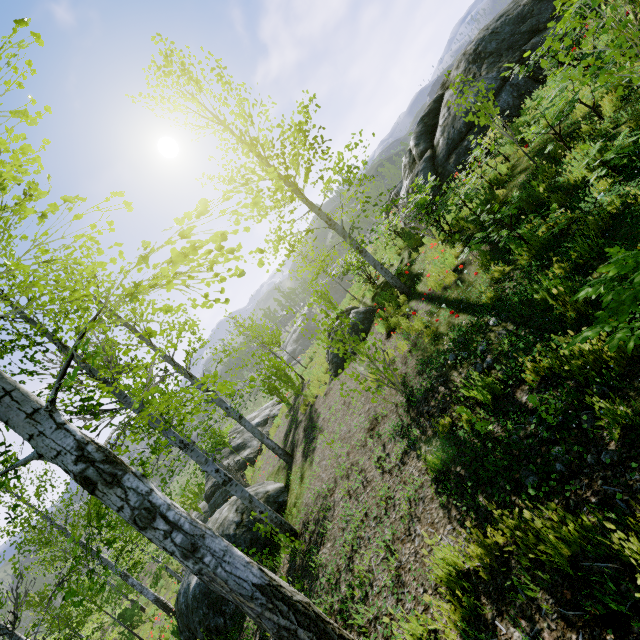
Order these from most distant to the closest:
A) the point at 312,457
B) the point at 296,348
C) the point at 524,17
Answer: the point at 296,348
the point at 524,17
the point at 312,457

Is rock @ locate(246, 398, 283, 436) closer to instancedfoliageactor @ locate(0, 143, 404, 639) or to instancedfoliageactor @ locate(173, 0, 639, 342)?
instancedfoliageactor @ locate(0, 143, 404, 639)

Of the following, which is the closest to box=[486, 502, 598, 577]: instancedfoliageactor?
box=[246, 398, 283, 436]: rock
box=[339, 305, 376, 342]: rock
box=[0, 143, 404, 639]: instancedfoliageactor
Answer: box=[339, 305, 376, 342]: rock

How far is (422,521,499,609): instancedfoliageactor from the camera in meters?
2.6

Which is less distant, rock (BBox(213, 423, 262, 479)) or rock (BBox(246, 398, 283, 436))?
rock (BBox(213, 423, 262, 479))

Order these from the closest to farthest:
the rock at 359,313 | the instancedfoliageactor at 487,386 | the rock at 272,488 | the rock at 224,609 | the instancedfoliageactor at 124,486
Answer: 1. the instancedfoliageactor at 124,486
2. the instancedfoliageactor at 487,386
3. the rock at 224,609
4. the rock at 272,488
5. the rock at 359,313

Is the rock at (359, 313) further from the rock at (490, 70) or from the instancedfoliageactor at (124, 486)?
the rock at (490, 70)

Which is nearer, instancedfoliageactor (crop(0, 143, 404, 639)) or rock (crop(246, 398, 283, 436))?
instancedfoliageactor (crop(0, 143, 404, 639))
